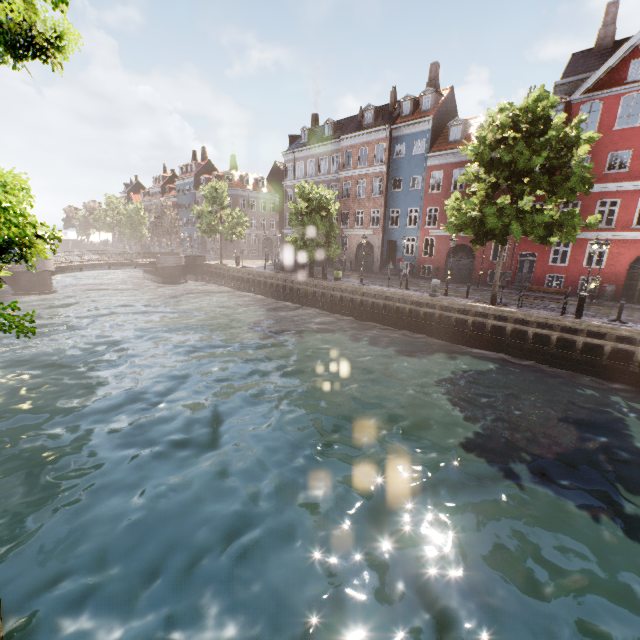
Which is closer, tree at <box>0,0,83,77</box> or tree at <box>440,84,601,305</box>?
tree at <box>0,0,83,77</box>

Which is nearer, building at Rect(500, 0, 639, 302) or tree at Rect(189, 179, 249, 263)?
building at Rect(500, 0, 639, 302)

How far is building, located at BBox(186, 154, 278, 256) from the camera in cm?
5288

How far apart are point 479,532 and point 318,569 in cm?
350

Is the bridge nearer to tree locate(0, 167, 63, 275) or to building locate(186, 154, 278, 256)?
tree locate(0, 167, 63, 275)

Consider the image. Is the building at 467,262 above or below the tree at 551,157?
below

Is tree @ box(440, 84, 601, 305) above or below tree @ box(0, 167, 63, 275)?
above

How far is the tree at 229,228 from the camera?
36.2m
